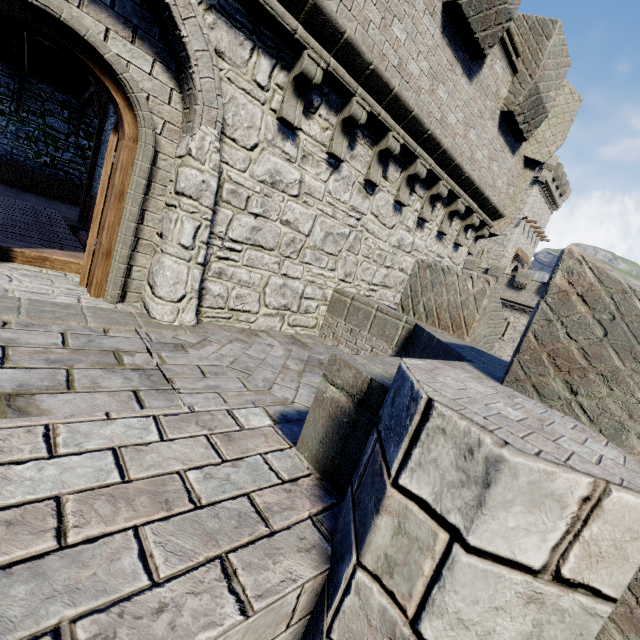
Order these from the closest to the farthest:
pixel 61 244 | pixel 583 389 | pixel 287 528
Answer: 1. pixel 287 528
2. pixel 583 389
3. pixel 61 244

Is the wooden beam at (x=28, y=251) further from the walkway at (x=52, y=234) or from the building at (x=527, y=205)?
the building at (x=527, y=205)

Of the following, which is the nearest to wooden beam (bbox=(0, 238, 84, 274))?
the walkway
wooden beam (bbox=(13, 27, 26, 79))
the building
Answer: the walkway

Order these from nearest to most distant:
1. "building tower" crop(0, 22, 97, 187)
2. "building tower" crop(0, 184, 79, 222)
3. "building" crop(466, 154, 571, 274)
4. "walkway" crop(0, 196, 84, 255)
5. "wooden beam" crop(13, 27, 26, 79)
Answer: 1. "walkway" crop(0, 196, 84, 255)
2. "wooden beam" crop(13, 27, 26, 79)
3. "building tower" crop(0, 184, 79, 222)
4. "building tower" crop(0, 22, 97, 187)
5. "building" crop(466, 154, 571, 274)

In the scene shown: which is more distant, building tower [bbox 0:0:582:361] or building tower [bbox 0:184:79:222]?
building tower [bbox 0:184:79:222]

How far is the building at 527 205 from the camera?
40.8 meters

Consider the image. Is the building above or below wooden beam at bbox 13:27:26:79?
above
